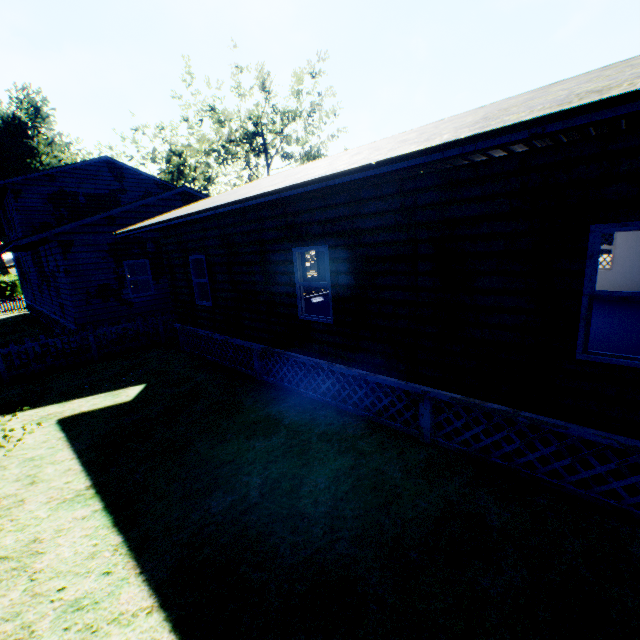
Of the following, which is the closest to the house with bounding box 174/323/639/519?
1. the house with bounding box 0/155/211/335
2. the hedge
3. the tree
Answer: the house with bounding box 0/155/211/335

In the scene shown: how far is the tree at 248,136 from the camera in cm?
3216

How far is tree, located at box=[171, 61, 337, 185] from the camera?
32.2m

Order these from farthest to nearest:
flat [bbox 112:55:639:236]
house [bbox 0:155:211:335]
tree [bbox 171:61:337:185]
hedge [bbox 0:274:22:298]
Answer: hedge [bbox 0:274:22:298] → tree [bbox 171:61:337:185] → house [bbox 0:155:211:335] → flat [bbox 112:55:639:236]

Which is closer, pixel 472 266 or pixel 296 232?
pixel 472 266

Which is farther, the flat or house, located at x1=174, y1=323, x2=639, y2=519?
house, located at x1=174, y1=323, x2=639, y2=519

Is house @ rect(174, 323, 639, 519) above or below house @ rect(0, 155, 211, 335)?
below

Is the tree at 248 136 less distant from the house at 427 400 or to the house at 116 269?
the house at 116 269
